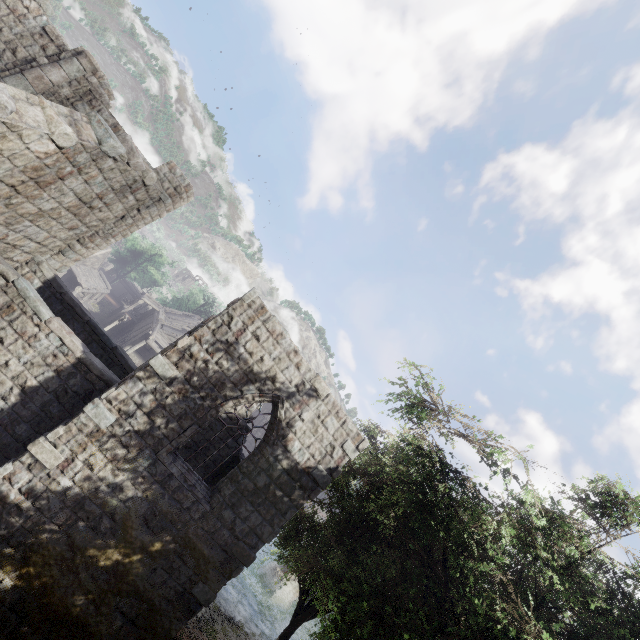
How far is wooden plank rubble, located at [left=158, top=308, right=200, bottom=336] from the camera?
34.12m

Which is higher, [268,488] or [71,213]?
[71,213]

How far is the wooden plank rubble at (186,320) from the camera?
34.1 meters

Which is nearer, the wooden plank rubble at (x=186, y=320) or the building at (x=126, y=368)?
the building at (x=126, y=368)

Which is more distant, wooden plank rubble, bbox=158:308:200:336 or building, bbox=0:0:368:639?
wooden plank rubble, bbox=158:308:200:336
